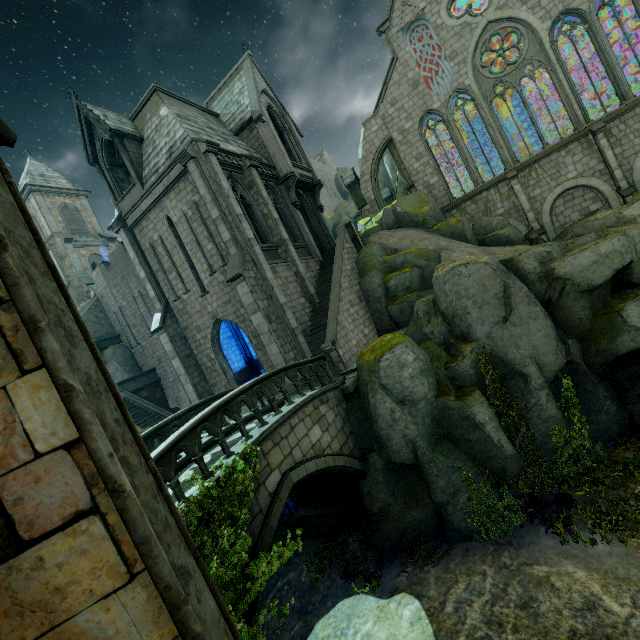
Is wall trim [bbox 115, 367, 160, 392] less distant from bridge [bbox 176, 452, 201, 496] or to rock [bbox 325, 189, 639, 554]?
bridge [bbox 176, 452, 201, 496]

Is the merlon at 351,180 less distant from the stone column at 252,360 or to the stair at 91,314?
the stone column at 252,360

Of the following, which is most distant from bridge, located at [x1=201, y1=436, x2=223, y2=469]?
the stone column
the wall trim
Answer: the wall trim

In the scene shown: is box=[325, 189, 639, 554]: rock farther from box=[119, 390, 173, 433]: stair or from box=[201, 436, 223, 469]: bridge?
box=[119, 390, 173, 433]: stair

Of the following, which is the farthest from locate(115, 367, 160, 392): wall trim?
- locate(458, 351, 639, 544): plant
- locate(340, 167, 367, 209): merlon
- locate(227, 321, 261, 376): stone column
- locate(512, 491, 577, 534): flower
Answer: locate(512, 491, 577, 534): flower

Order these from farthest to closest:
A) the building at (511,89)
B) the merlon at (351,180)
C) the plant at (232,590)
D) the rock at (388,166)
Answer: the rock at (388,166) < the merlon at (351,180) < the building at (511,89) < the plant at (232,590)

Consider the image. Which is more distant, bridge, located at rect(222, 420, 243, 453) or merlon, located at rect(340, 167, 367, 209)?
merlon, located at rect(340, 167, 367, 209)

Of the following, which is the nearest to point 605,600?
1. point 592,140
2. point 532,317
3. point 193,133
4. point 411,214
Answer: point 532,317
